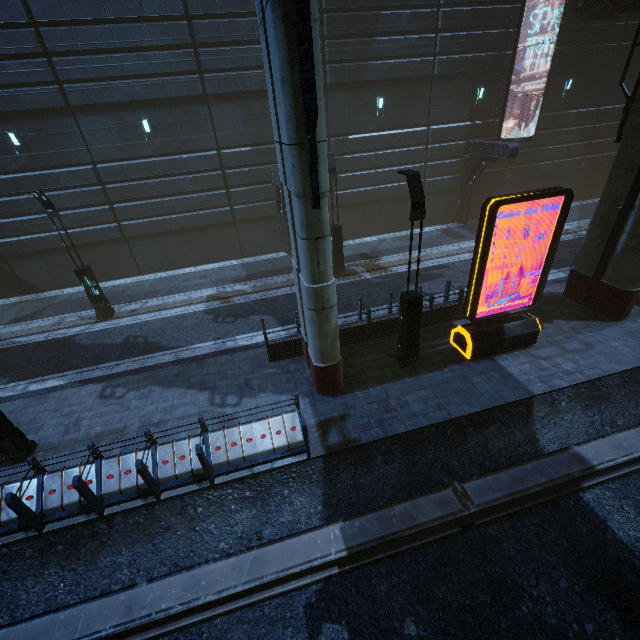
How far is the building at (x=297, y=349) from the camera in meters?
10.7

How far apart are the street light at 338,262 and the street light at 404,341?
6.67m

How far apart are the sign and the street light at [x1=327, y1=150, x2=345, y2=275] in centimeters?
747cm

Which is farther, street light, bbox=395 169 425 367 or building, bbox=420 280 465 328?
building, bbox=420 280 465 328

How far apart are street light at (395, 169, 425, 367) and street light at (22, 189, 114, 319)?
12.4m

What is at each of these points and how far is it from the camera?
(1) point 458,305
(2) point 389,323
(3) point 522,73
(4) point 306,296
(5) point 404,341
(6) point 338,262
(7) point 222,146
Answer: (1) building, 11.88m
(2) building, 11.48m
(3) building, 18.50m
(4) sm, 7.75m
(5) street light, 9.72m
(6) street light, 16.17m
(7) building, 16.69m

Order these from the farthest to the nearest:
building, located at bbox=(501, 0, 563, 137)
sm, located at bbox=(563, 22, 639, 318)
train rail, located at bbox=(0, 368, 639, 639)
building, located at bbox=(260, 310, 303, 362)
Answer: building, located at bbox=(501, 0, 563, 137) < building, located at bbox=(260, 310, 303, 362) < sm, located at bbox=(563, 22, 639, 318) < train rail, located at bbox=(0, 368, 639, 639)

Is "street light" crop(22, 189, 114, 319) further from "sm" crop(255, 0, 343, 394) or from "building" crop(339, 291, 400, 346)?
"sm" crop(255, 0, 343, 394)
